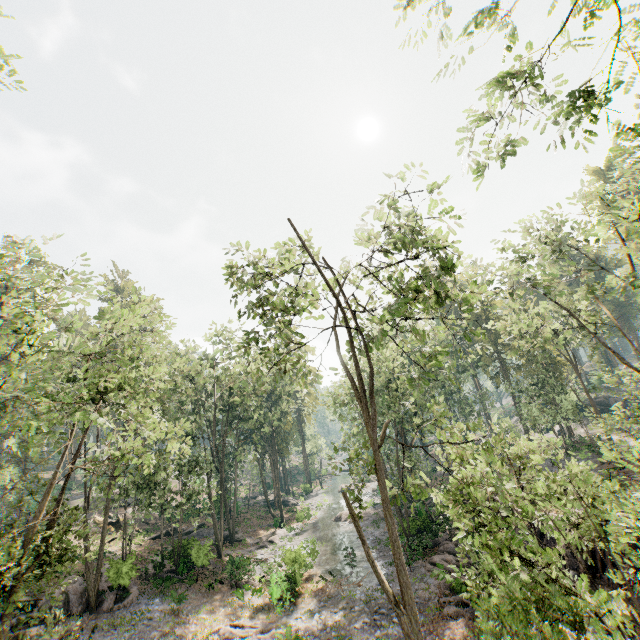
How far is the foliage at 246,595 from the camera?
21.72m

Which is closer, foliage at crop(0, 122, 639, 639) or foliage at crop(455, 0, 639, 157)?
foliage at crop(455, 0, 639, 157)

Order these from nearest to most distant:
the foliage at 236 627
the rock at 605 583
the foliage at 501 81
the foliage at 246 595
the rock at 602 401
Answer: the foliage at 501 81 → the rock at 605 583 → the foliage at 236 627 → the foliage at 246 595 → the rock at 602 401

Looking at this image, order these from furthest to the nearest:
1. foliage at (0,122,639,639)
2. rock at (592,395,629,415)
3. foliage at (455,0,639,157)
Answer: rock at (592,395,629,415), foliage at (0,122,639,639), foliage at (455,0,639,157)

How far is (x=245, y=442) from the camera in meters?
53.2 m

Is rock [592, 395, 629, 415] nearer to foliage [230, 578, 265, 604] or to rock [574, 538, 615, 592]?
foliage [230, 578, 265, 604]

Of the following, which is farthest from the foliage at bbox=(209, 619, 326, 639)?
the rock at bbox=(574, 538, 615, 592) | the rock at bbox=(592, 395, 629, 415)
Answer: the rock at bbox=(592, 395, 629, 415)
